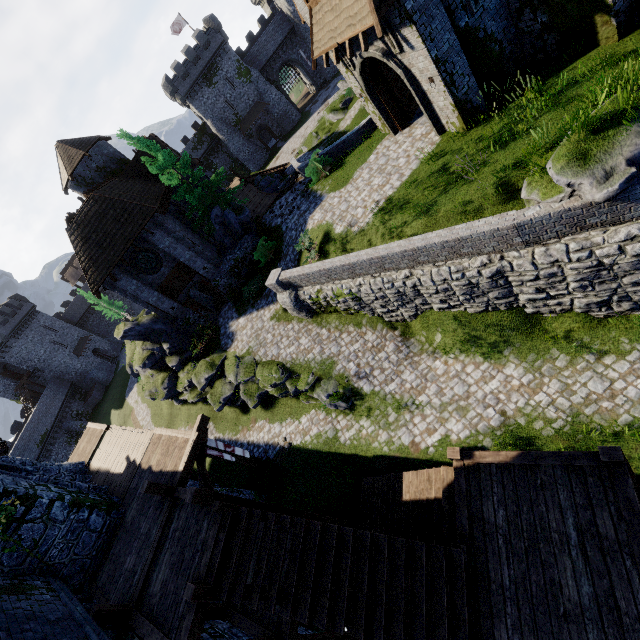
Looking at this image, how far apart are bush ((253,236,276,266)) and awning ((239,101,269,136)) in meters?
38.7 m

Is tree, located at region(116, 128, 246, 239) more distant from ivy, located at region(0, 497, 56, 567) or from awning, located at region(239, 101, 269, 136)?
awning, located at region(239, 101, 269, 136)

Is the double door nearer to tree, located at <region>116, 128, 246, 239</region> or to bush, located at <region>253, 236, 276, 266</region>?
bush, located at <region>253, 236, 276, 266</region>

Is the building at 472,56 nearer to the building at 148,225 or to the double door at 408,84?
the double door at 408,84

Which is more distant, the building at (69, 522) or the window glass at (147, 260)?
the window glass at (147, 260)

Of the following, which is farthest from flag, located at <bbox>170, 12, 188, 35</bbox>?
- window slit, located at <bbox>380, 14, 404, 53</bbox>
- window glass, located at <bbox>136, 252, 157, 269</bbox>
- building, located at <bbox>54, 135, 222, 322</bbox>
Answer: window slit, located at <bbox>380, 14, 404, 53</bbox>

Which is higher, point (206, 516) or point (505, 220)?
point (206, 516)

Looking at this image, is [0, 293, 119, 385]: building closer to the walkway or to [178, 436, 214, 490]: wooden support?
the walkway
